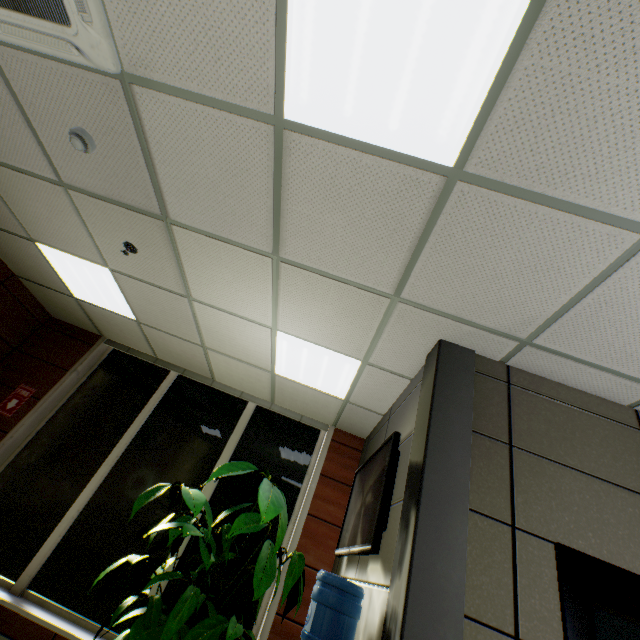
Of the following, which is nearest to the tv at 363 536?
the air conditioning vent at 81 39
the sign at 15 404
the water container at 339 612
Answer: the water container at 339 612

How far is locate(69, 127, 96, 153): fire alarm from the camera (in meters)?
2.24

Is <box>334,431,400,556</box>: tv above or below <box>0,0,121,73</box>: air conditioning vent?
below

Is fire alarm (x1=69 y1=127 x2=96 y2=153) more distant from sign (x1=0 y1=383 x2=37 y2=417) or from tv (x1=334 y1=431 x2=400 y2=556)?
sign (x1=0 y1=383 x2=37 y2=417)

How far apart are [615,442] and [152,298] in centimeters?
449cm

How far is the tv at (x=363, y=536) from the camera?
2.3 meters

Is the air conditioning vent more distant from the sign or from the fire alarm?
the sign
